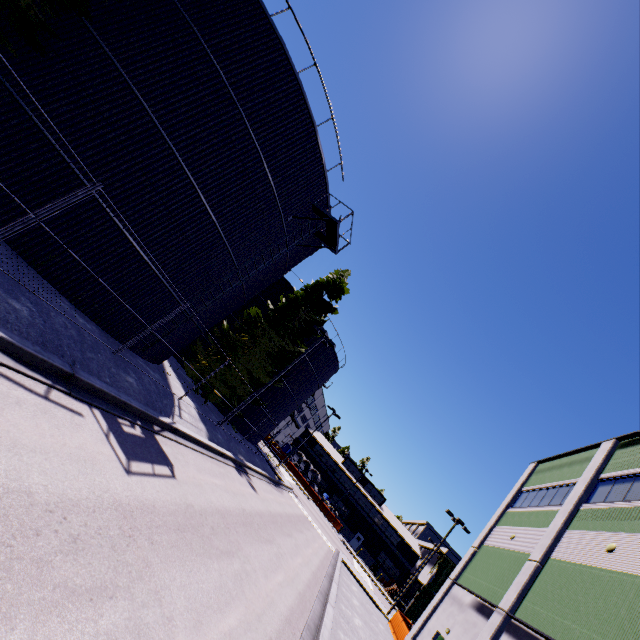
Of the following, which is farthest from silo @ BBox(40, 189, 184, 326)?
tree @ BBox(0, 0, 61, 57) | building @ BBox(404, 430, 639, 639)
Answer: building @ BBox(404, 430, 639, 639)

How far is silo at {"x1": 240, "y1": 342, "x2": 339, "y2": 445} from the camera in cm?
3027

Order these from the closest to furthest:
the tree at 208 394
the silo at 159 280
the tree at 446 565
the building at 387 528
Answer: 1. the silo at 159 280
2. the tree at 208 394
3. the tree at 446 565
4. the building at 387 528

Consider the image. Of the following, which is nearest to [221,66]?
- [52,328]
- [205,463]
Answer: [52,328]

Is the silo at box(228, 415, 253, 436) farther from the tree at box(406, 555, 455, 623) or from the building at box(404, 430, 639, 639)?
the building at box(404, 430, 639, 639)

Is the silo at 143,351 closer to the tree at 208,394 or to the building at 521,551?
the tree at 208,394

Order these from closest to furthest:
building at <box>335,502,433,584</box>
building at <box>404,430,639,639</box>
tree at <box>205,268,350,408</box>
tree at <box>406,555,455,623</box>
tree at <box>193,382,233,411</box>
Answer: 1. building at <box>404,430,639,639</box>
2. tree at <box>193,382,233,411</box>
3. tree at <box>205,268,350,408</box>
4. tree at <box>406,555,455,623</box>
5. building at <box>335,502,433,584</box>
